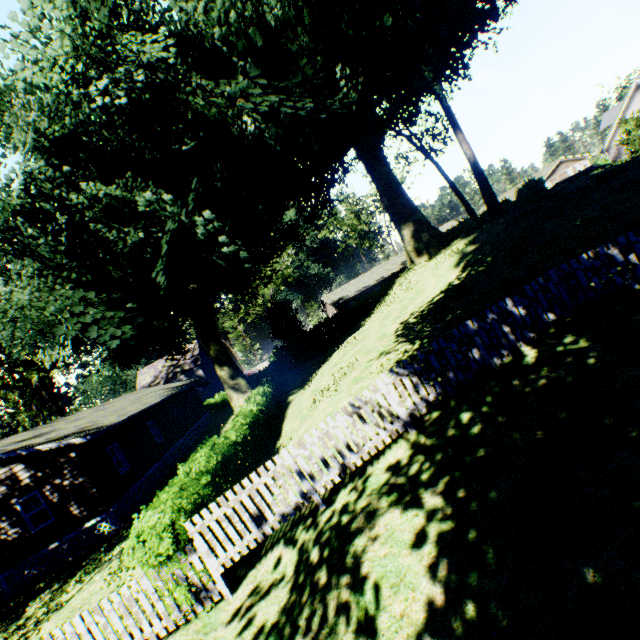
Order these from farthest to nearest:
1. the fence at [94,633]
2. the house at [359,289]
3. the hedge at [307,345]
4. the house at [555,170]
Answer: the house at [555,170]
the house at [359,289]
the hedge at [307,345]
the fence at [94,633]

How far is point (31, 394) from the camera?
32.6m

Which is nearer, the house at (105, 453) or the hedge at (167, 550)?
the hedge at (167, 550)

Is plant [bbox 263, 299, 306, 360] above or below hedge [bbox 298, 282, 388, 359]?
above

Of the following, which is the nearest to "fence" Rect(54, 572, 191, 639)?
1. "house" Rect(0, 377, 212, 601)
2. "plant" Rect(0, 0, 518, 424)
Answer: "plant" Rect(0, 0, 518, 424)

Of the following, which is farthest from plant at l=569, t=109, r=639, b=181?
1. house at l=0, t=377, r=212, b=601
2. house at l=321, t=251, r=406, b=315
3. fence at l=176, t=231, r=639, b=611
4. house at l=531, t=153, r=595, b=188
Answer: house at l=531, t=153, r=595, b=188

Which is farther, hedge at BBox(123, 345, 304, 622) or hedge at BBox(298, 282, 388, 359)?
hedge at BBox(298, 282, 388, 359)

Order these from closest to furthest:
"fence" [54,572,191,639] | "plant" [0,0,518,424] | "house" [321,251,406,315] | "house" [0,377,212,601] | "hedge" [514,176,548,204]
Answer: "fence" [54,572,191,639], "plant" [0,0,518,424], "house" [0,377,212,601], "hedge" [514,176,548,204], "house" [321,251,406,315]
